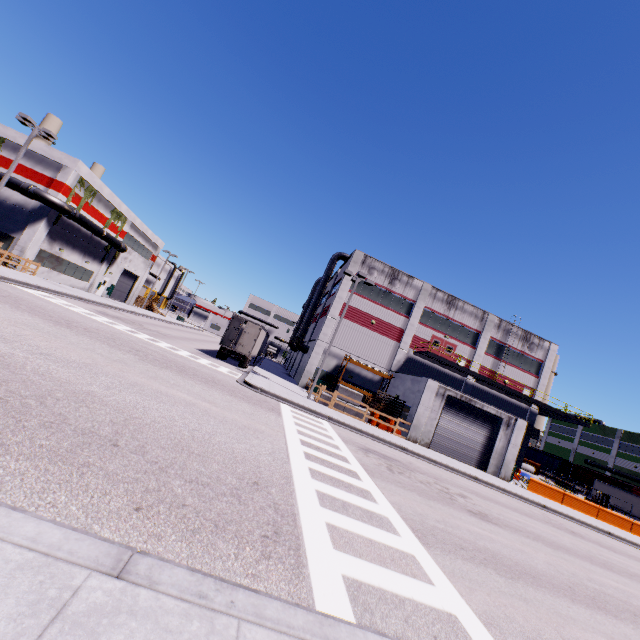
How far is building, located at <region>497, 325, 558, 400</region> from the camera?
34.41m

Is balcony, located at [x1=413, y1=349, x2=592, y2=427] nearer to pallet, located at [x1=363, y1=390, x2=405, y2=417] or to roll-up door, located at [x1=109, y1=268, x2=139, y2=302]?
pallet, located at [x1=363, y1=390, x2=405, y2=417]

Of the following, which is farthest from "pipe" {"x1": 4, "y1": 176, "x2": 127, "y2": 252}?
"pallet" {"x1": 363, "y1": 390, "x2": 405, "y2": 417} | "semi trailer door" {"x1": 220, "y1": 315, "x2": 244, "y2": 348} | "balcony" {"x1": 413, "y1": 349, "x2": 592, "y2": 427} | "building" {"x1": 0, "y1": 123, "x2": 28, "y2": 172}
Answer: "balcony" {"x1": 413, "y1": 349, "x2": 592, "y2": 427}

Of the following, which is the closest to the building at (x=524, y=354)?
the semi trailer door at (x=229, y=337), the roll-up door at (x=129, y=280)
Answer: the roll-up door at (x=129, y=280)

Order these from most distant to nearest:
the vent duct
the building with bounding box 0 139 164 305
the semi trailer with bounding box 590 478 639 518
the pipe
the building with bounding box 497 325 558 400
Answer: the semi trailer with bounding box 590 478 639 518, the vent duct, the building with bounding box 497 325 558 400, the building with bounding box 0 139 164 305, the pipe

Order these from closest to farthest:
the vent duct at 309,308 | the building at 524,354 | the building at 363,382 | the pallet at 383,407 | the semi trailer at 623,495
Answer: the pallet at 383,407, the building at 363,382, the building at 524,354, the vent duct at 309,308, the semi trailer at 623,495

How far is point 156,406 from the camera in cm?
830
